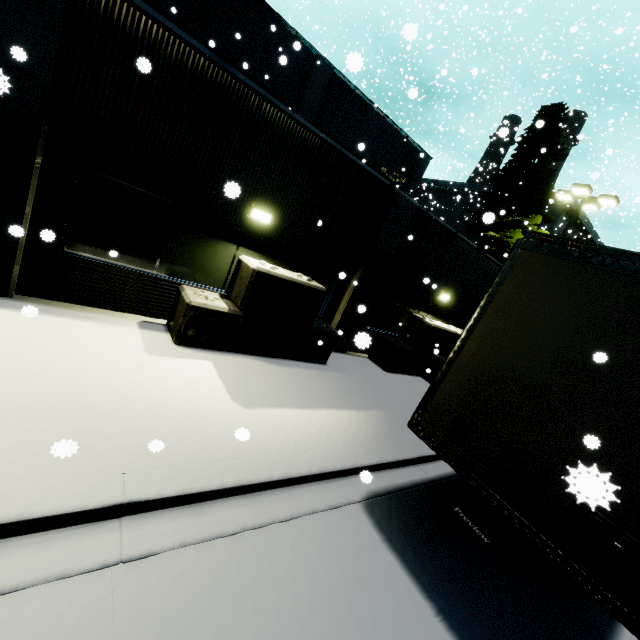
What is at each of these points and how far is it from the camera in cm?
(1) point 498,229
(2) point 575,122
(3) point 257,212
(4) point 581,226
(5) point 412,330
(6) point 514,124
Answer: (1) tree, 1830
(2) smokestack, 3681
(3) light, 695
(4) building, 3331
(5) concrete block, 1093
(6) smokestack, 4253

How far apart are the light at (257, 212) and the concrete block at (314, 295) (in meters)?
0.84

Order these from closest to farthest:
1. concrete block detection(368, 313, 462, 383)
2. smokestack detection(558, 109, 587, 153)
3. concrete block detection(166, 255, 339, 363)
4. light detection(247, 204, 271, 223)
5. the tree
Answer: concrete block detection(166, 255, 339, 363), light detection(247, 204, 271, 223), concrete block detection(368, 313, 462, 383), the tree, smokestack detection(558, 109, 587, 153)

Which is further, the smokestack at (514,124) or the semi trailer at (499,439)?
the smokestack at (514,124)

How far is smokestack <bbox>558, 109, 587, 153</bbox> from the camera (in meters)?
Answer: 36.59

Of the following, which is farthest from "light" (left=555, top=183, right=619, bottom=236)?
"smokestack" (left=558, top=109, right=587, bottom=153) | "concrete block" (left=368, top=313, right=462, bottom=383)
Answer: "smokestack" (left=558, top=109, right=587, bottom=153)

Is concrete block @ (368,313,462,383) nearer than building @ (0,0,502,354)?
No

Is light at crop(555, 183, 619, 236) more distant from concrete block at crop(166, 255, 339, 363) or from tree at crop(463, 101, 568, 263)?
concrete block at crop(166, 255, 339, 363)
